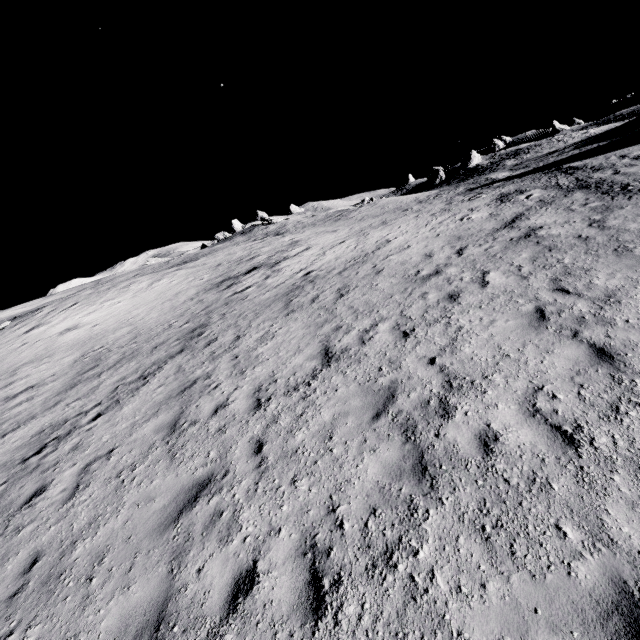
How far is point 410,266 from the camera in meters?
12.7 m
